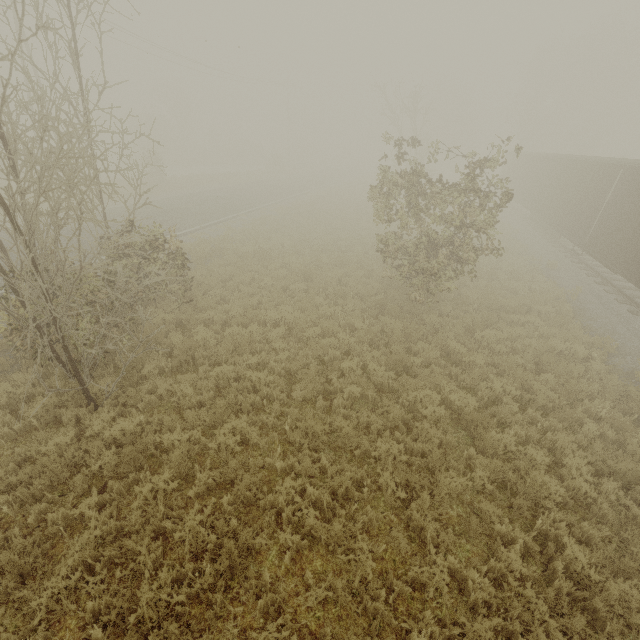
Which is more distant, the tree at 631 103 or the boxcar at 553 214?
the tree at 631 103

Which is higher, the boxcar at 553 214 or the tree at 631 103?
the tree at 631 103

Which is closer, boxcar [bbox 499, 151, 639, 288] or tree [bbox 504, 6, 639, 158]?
boxcar [bbox 499, 151, 639, 288]

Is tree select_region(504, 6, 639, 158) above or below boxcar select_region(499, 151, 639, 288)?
above

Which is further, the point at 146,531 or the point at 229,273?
the point at 229,273
